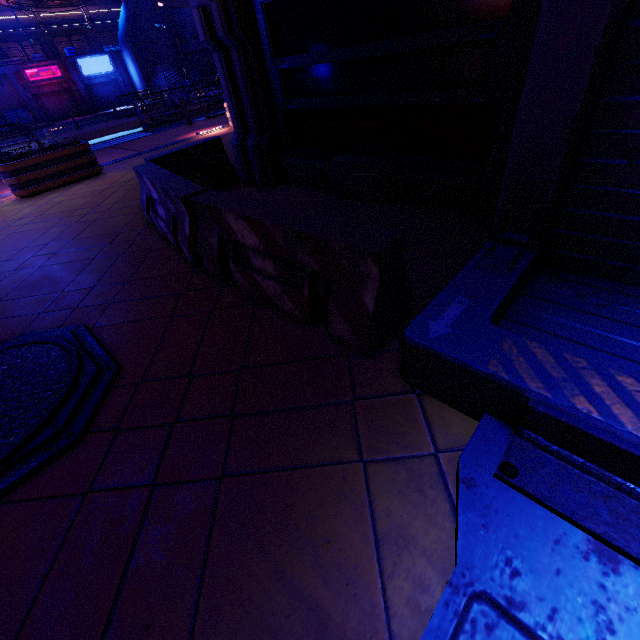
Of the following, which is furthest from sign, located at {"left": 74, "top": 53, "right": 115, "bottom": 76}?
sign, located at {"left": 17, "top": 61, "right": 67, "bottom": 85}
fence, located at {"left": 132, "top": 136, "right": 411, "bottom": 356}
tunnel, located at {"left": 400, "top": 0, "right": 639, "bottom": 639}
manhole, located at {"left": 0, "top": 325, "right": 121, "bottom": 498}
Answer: tunnel, located at {"left": 400, "top": 0, "right": 639, "bottom": 639}

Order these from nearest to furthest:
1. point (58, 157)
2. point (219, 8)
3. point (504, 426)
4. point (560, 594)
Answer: point (560, 594) → point (504, 426) → point (219, 8) → point (58, 157)

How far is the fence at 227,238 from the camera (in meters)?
2.31

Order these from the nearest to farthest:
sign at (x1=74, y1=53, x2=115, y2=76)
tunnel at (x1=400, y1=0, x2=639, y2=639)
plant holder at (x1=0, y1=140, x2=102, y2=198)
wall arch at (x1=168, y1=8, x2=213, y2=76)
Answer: tunnel at (x1=400, y1=0, x2=639, y2=639), plant holder at (x1=0, y1=140, x2=102, y2=198), sign at (x1=74, y1=53, x2=115, y2=76), wall arch at (x1=168, y1=8, x2=213, y2=76)

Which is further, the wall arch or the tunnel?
the wall arch

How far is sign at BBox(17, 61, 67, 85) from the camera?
31.2m

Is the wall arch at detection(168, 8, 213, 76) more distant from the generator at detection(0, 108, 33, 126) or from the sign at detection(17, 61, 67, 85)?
the generator at detection(0, 108, 33, 126)

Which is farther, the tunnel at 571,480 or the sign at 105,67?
the sign at 105,67
